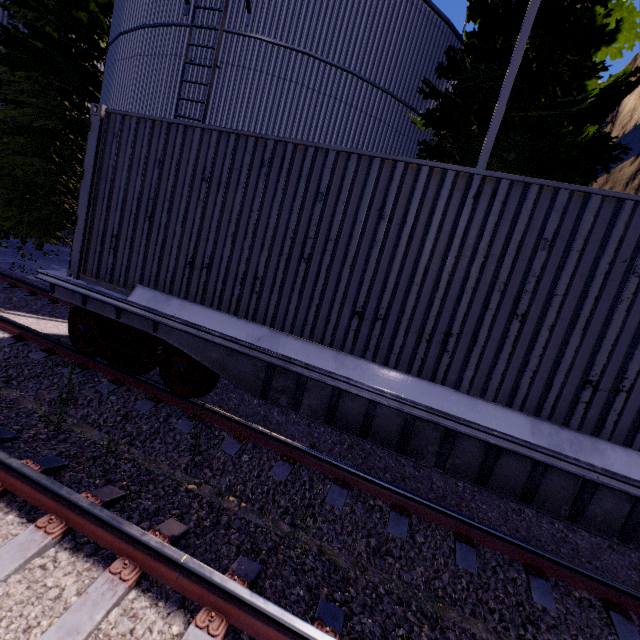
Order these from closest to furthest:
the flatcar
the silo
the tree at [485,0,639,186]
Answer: the flatcar < the tree at [485,0,639,186] < the silo

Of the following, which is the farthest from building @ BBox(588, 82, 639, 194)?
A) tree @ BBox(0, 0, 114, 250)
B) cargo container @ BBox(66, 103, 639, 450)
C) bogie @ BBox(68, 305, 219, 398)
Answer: bogie @ BBox(68, 305, 219, 398)

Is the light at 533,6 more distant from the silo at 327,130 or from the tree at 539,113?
the silo at 327,130

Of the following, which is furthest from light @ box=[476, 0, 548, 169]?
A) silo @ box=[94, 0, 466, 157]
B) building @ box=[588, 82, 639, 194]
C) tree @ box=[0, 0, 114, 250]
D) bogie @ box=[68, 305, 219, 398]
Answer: bogie @ box=[68, 305, 219, 398]

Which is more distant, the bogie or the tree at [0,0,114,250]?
the tree at [0,0,114,250]

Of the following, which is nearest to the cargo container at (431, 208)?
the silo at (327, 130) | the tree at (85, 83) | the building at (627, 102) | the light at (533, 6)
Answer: the silo at (327, 130)

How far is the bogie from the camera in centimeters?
474cm

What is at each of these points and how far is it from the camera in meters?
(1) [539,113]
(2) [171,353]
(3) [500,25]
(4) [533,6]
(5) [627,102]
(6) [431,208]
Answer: (1) tree, 8.5 m
(2) bogie, 4.7 m
(3) tree, 8.5 m
(4) light, 6.3 m
(5) building, 9.4 m
(6) cargo container, 3.6 m
